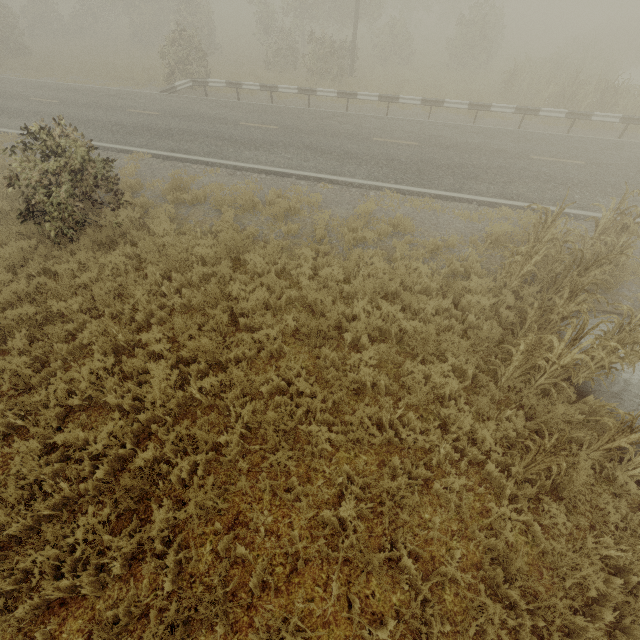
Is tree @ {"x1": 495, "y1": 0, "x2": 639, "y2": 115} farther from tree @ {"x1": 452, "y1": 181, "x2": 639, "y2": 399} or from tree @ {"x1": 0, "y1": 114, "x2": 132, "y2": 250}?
tree @ {"x1": 452, "y1": 181, "x2": 639, "y2": 399}

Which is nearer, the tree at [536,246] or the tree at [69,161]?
the tree at [536,246]

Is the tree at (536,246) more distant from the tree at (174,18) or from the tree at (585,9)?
the tree at (585,9)

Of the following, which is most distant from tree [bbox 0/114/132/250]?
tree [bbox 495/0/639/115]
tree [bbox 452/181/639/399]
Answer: tree [bbox 495/0/639/115]

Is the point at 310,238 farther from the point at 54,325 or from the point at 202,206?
the point at 54,325

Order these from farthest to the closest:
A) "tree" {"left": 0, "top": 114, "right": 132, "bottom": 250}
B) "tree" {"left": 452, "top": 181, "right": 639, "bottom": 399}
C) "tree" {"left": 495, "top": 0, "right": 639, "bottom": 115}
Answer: "tree" {"left": 495, "top": 0, "right": 639, "bottom": 115}
"tree" {"left": 0, "top": 114, "right": 132, "bottom": 250}
"tree" {"left": 452, "top": 181, "right": 639, "bottom": 399}
